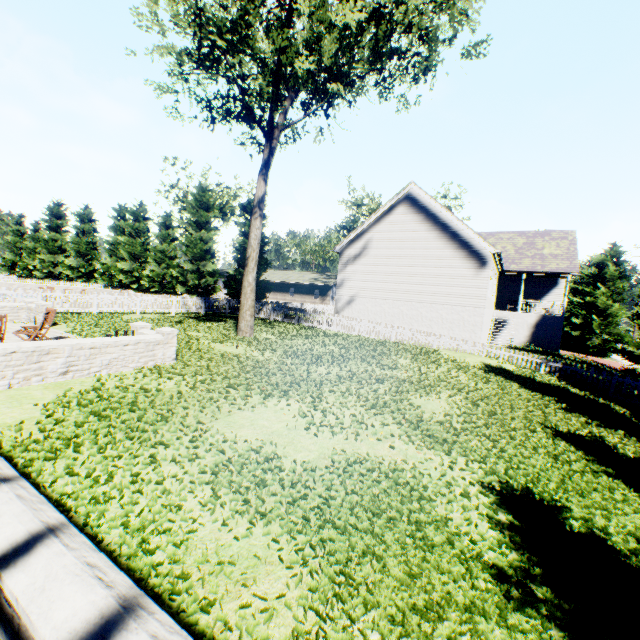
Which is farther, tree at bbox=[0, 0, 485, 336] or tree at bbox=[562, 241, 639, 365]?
tree at bbox=[562, 241, 639, 365]

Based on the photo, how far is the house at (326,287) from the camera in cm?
5144

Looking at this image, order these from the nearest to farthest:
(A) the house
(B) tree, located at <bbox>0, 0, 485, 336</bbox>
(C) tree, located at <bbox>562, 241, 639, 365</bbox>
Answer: (B) tree, located at <bbox>0, 0, 485, 336</bbox> < (C) tree, located at <bbox>562, 241, 639, 365</bbox> < (A) the house

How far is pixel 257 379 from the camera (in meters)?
8.76

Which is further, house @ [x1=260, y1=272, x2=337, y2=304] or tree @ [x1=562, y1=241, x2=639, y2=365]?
house @ [x1=260, y1=272, x2=337, y2=304]

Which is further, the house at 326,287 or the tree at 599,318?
the house at 326,287

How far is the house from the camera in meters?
51.4
